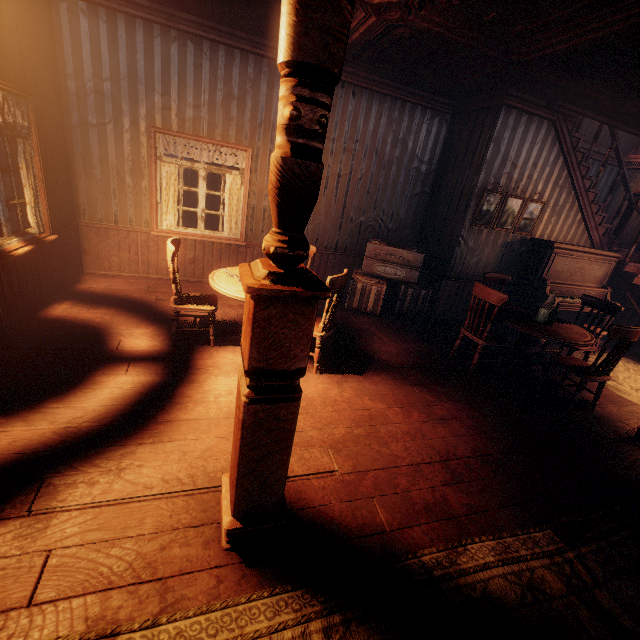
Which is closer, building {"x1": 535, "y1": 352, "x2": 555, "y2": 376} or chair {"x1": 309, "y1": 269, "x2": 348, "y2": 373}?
chair {"x1": 309, "y1": 269, "x2": 348, "y2": 373}

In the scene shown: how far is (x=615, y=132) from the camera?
5.91m

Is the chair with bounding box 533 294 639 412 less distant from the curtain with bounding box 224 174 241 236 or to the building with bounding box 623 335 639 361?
the building with bounding box 623 335 639 361

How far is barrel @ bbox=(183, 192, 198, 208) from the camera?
10.55m

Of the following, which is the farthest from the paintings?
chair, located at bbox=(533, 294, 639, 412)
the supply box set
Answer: chair, located at bbox=(533, 294, 639, 412)

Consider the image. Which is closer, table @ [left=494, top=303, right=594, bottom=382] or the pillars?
the pillars

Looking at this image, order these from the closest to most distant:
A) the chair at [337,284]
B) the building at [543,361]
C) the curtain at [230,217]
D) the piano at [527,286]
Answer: the chair at [337,284], the building at [543,361], the curtain at [230,217], the piano at [527,286]

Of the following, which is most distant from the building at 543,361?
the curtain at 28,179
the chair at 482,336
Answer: the chair at 482,336
